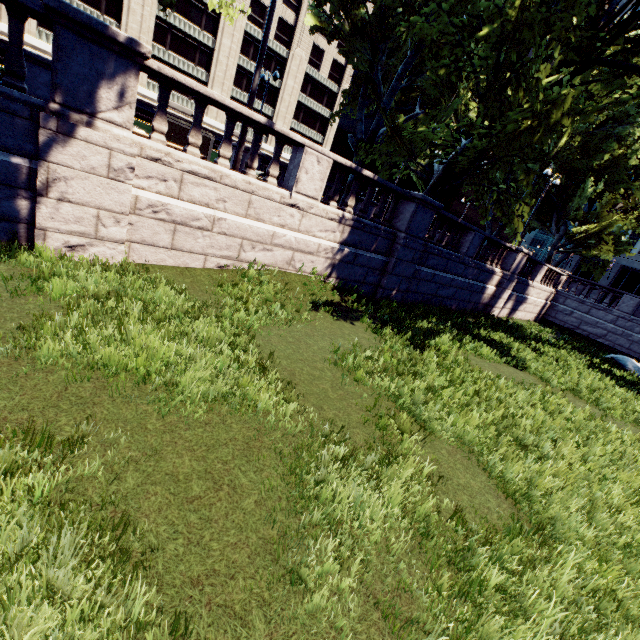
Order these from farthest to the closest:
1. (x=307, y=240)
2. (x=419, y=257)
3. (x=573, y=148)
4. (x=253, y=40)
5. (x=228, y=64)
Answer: (x=253, y=40), (x=228, y=64), (x=573, y=148), (x=419, y=257), (x=307, y=240)

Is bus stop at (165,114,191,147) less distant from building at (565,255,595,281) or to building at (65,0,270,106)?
building at (65,0,270,106)

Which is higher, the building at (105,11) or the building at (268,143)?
the building at (105,11)

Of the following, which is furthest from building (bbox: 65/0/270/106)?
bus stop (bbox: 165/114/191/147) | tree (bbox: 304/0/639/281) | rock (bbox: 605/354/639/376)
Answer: rock (bbox: 605/354/639/376)

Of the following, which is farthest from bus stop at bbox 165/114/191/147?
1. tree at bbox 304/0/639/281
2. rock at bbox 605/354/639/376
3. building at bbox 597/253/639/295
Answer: building at bbox 597/253/639/295

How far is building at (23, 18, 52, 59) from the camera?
31.94m

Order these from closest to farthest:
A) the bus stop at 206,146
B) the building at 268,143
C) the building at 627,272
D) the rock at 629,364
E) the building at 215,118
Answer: the rock at 629,364
the bus stop at 206,146
the building at 215,118
the building at 268,143
the building at 627,272

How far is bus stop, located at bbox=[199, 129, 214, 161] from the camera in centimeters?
1989cm
